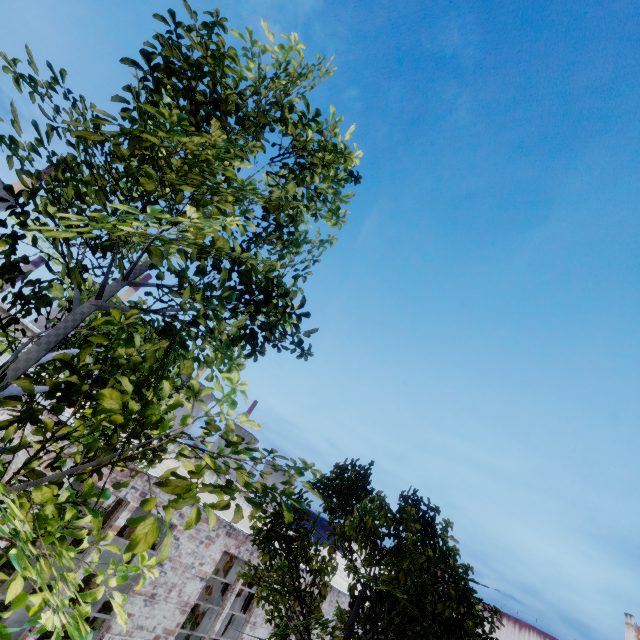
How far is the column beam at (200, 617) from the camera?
14.3m

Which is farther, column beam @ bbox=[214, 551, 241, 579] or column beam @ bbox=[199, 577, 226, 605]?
column beam @ bbox=[214, 551, 241, 579]

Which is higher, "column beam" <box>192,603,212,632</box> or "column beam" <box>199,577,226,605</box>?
"column beam" <box>199,577,226,605</box>

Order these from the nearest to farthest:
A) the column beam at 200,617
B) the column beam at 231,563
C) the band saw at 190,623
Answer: the band saw at 190,623 < the column beam at 200,617 < the column beam at 231,563

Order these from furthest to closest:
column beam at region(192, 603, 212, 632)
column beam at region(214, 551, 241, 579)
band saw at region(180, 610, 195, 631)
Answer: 1. column beam at region(214, 551, 241, 579)
2. column beam at region(192, 603, 212, 632)
3. band saw at region(180, 610, 195, 631)

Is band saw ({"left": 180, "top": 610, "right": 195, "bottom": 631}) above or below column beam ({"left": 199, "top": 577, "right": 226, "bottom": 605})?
below

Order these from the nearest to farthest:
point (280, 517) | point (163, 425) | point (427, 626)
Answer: point (163, 425), point (427, 626), point (280, 517)
